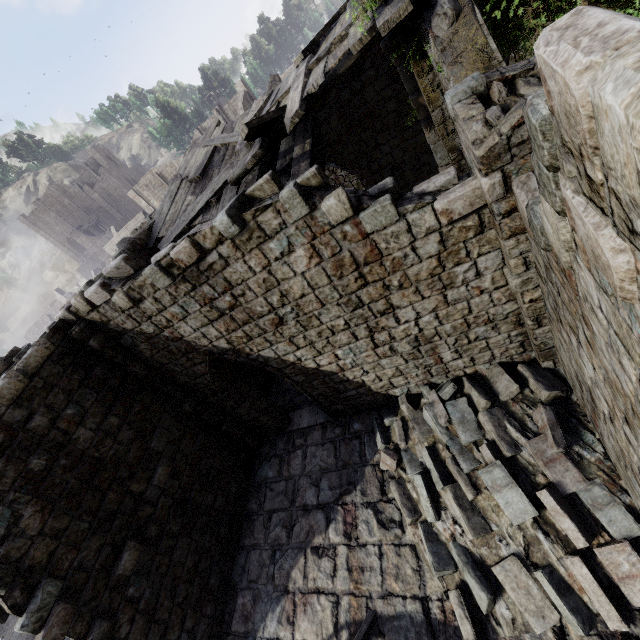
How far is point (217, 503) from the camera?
9.1 meters

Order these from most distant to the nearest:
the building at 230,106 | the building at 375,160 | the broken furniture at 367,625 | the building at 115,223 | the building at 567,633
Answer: the building at 115,223
the building at 230,106
the broken furniture at 367,625
the building at 567,633
the building at 375,160

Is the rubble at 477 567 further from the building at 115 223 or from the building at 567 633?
the building at 115 223

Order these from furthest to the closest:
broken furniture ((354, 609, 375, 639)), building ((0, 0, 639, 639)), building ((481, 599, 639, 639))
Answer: broken furniture ((354, 609, 375, 639)) → building ((481, 599, 639, 639)) → building ((0, 0, 639, 639))

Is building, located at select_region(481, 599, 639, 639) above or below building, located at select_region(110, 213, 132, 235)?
below

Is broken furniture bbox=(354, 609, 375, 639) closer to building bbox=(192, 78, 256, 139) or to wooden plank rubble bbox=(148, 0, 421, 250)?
building bbox=(192, 78, 256, 139)

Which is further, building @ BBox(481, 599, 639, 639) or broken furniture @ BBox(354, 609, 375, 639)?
broken furniture @ BBox(354, 609, 375, 639)

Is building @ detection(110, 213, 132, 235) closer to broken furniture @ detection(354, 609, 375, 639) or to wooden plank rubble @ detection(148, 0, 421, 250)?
wooden plank rubble @ detection(148, 0, 421, 250)
